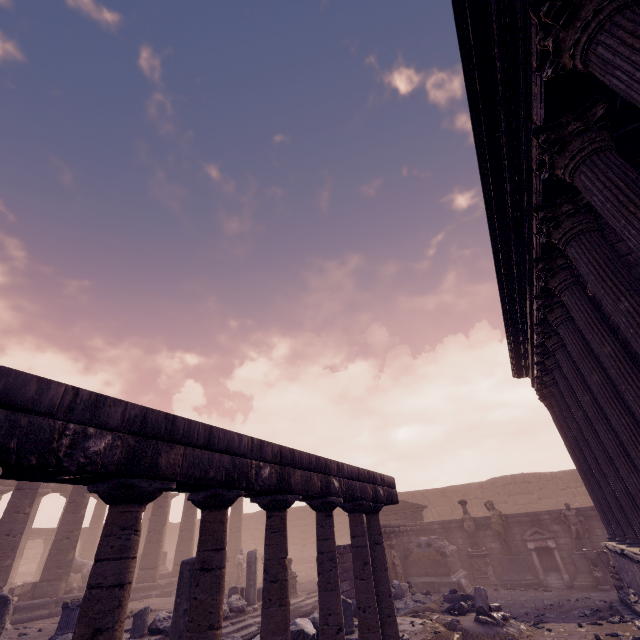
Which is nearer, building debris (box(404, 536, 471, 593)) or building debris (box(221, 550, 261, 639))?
building debris (box(221, 550, 261, 639))

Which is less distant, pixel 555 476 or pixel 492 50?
pixel 492 50

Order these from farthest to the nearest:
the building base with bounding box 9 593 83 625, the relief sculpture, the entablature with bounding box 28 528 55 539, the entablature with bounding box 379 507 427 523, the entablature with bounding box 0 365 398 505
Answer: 1. the entablature with bounding box 28 528 55 539
2. the entablature with bounding box 379 507 427 523
3. the relief sculpture
4. the building base with bounding box 9 593 83 625
5. the entablature with bounding box 0 365 398 505

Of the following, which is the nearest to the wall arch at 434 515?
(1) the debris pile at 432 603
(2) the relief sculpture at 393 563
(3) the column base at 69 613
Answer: (2) the relief sculpture at 393 563

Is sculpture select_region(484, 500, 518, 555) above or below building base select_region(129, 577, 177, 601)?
A: above

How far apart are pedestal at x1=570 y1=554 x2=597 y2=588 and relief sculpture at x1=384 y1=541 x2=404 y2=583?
6.3 meters

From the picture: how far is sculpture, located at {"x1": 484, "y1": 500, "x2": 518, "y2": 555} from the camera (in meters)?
14.76

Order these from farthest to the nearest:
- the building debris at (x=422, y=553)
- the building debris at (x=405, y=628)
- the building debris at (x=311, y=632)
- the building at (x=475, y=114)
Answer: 1. the building debris at (x=422, y=553)
2. the building debris at (x=405, y=628)
3. the building debris at (x=311, y=632)
4. the building at (x=475, y=114)
